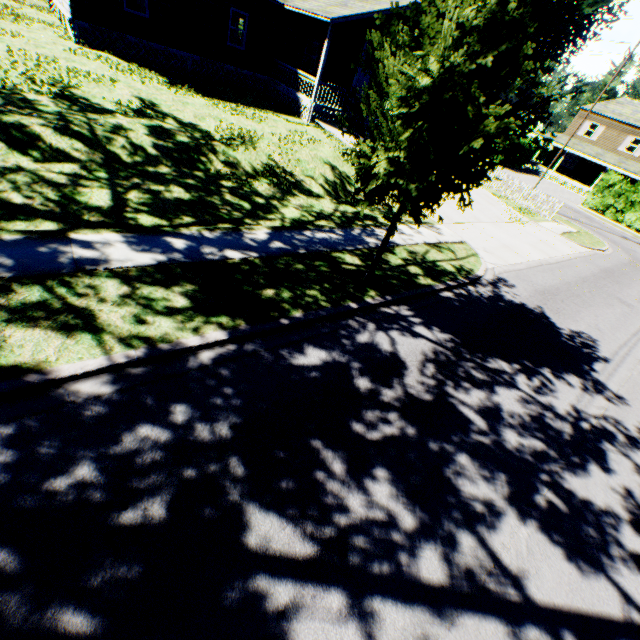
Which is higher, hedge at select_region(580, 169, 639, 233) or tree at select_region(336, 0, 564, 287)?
tree at select_region(336, 0, 564, 287)

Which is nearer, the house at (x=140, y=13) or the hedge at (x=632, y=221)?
the house at (x=140, y=13)

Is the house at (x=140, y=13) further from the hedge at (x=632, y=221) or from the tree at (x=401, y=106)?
the hedge at (x=632, y=221)

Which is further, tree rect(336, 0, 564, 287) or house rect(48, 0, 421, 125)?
house rect(48, 0, 421, 125)

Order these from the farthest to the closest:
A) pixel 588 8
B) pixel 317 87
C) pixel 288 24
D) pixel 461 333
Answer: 1. pixel 588 8
2. pixel 288 24
3. pixel 317 87
4. pixel 461 333

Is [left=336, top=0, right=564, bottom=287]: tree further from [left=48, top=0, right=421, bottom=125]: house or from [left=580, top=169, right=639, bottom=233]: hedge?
[left=580, top=169, right=639, bottom=233]: hedge

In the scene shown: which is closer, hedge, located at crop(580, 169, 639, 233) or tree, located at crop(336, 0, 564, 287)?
tree, located at crop(336, 0, 564, 287)
